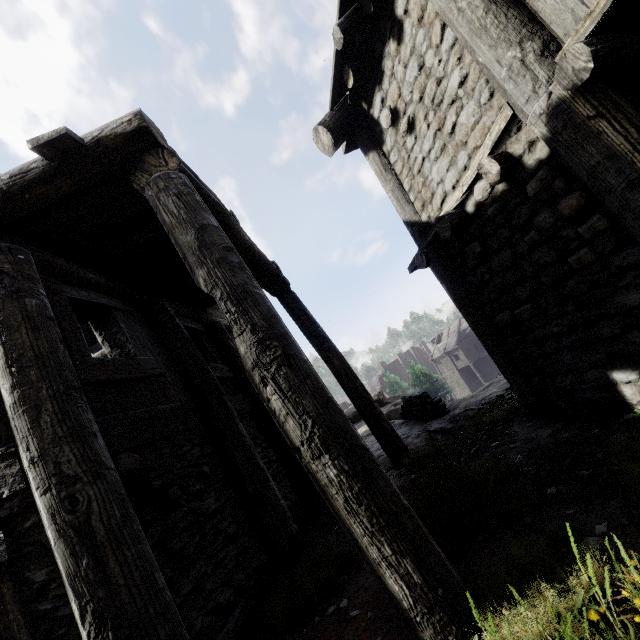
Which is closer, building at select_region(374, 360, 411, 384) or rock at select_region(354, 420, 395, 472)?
rock at select_region(354, 420, 395, 472)

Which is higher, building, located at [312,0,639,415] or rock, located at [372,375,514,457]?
building, located at [312,0,639,415]

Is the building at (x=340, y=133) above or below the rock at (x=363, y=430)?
above

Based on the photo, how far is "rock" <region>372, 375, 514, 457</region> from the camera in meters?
5.6

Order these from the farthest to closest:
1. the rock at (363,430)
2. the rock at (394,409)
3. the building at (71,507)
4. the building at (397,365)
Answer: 1. the building at (397,365)
2. the rock at (363,430)
3. the rock at (394,409)
4. the building at (71,507)

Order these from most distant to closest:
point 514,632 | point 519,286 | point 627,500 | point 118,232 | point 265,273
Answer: point 265,273 < point 118,232 < point 519,286 < point 627,500 < point 514,632

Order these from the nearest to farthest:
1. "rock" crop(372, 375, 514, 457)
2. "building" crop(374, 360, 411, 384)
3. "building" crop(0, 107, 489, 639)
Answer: "building" crop(0, 107, 489, 639), "rock" crop(372, 375, 514, 457), "building" crop(374, 360, 411, 384)
